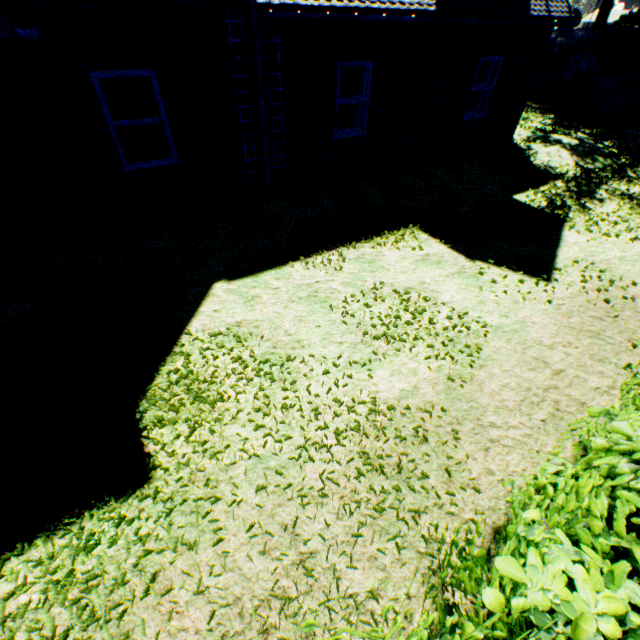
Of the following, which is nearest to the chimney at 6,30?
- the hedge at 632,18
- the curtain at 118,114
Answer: the curtain at 118,114

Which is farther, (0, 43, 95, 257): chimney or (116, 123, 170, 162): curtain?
(116, 123, 170, 162): curtain

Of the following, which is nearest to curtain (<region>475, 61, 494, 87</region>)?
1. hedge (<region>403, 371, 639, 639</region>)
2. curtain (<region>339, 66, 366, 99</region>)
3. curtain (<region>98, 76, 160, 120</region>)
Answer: curtain (<region>339, 66, 366, 99</region>)

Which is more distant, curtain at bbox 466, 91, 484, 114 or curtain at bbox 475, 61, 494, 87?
curtain at bbox 466, 91, 484, 114

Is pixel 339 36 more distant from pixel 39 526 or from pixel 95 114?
pixel 39 526

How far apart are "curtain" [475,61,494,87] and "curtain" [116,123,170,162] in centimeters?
892cm

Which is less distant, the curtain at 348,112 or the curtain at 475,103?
the curtain at 348,112

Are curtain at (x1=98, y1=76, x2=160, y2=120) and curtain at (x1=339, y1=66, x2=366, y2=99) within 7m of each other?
yes
